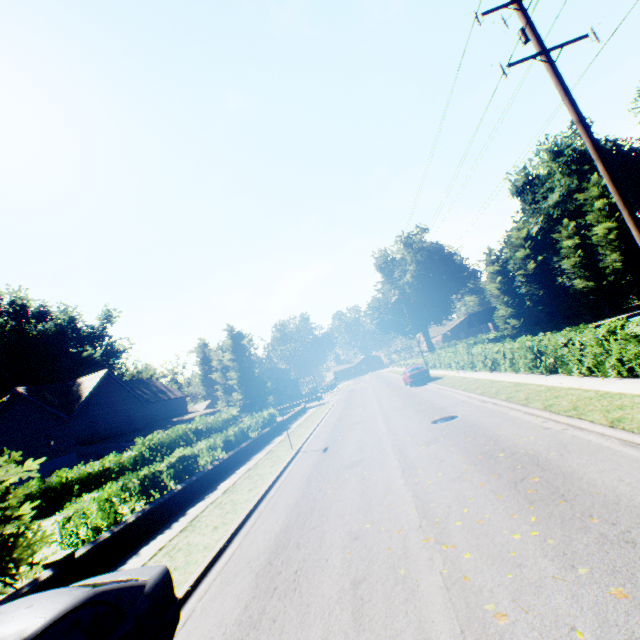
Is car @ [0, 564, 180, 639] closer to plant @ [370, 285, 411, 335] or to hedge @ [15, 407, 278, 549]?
hedge @ [15, 407, 278, 549]

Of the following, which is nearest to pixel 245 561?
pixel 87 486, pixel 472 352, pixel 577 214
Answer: pixel 472 352

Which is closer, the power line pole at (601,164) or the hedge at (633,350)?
the power line pole at (601,164)

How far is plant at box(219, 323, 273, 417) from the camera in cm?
4941

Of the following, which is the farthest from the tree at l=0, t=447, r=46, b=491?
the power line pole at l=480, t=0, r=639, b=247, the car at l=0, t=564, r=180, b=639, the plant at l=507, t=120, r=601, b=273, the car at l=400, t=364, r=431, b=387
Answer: the car at l=400, t=364, r=431, b=387

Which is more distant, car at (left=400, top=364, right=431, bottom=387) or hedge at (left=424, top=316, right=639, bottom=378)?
car at (left=400, top=364, right=431, bottom=387)

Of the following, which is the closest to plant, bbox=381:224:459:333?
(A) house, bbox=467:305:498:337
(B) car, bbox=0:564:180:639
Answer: (A) house, bbox=467:305:498:337

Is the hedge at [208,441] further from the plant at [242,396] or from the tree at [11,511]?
the plant at [242,396]
